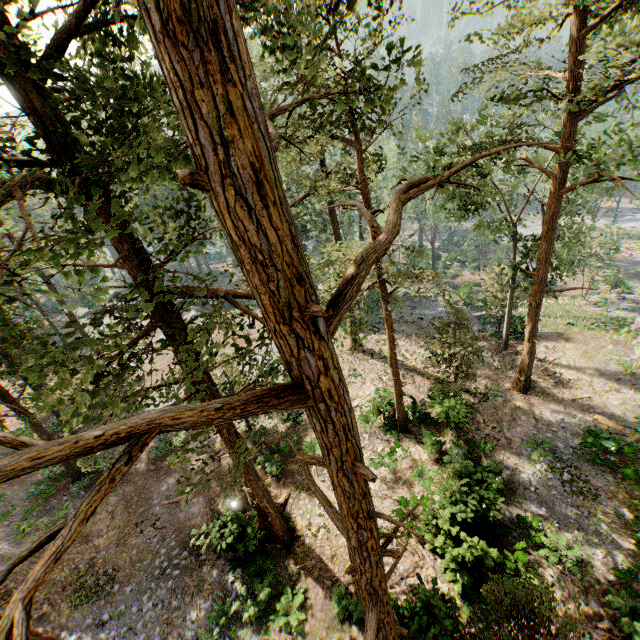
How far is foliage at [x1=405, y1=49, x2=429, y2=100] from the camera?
5.21m

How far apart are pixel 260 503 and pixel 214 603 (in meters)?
5.52

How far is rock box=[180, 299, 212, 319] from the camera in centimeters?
4227cm

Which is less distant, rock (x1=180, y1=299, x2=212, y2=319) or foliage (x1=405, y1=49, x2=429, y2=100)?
foliage (x1=405, y1=49, x2=429, y2=100)

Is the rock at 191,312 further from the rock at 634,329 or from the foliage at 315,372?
the rock at 634,329

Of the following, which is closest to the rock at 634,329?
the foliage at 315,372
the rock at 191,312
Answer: the foliage at 315,372

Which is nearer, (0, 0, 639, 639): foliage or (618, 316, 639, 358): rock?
(0, 0, 639, 639): foliage

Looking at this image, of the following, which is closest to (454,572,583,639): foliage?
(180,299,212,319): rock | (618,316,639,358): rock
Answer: (618,316,639,358): rock
